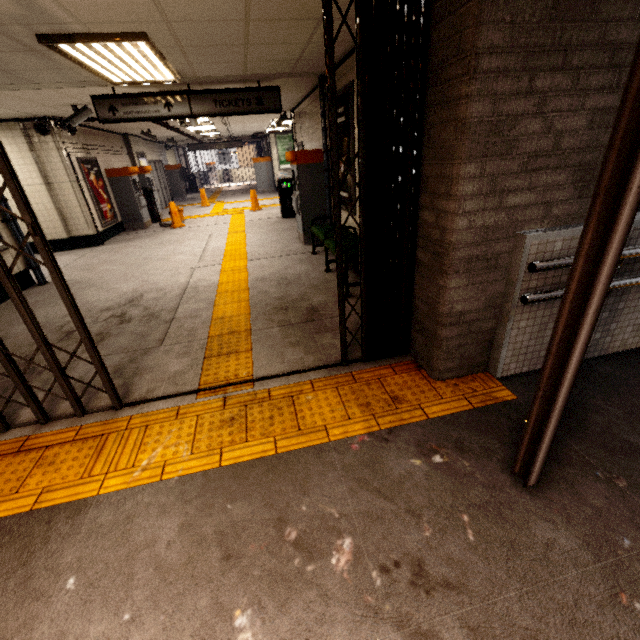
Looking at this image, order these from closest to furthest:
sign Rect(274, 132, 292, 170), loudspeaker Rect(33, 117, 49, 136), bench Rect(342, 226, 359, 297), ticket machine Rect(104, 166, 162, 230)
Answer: bench Rect(342, 226, 359, 297)
loudspeaker Rect(33, 117, 49, 136)
ticket machine Rect(104, 166, 162, 230)
sign Rect(274, 132, 292, 170)

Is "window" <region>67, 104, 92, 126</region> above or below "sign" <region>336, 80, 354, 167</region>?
above

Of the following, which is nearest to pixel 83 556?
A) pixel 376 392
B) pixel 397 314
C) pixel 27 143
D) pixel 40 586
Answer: pixel 40 586

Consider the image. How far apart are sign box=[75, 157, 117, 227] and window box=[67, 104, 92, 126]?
2.2 meters

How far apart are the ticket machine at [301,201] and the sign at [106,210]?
5.6m

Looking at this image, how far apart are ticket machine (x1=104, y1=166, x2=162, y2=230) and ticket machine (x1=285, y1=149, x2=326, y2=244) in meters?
6.0 m

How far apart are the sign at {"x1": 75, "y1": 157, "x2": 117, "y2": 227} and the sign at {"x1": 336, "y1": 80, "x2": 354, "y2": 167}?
6.9m

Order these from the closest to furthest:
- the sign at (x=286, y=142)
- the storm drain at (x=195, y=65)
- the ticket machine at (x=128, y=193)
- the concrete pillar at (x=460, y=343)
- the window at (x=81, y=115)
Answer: the concrete pillar at (x=460, y=343), the storm drain at (x=195, y=65), the window at (x=81, y=115), the ticket machine at (x=128, y=193), the sign at (x=286, y=142)
